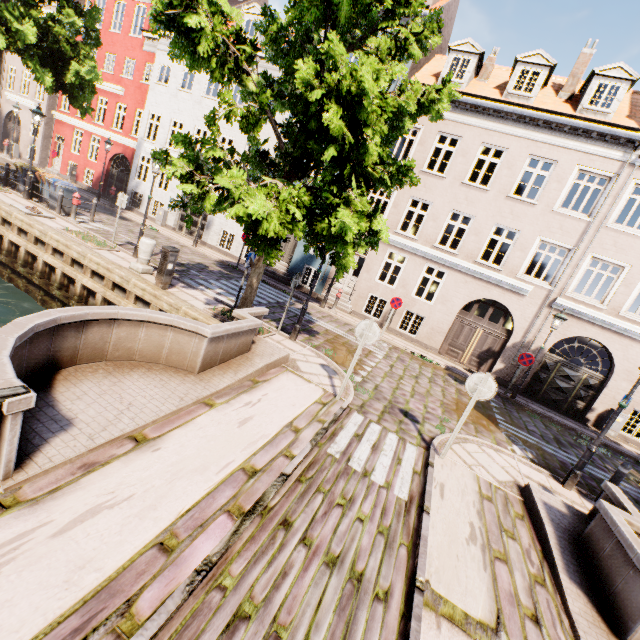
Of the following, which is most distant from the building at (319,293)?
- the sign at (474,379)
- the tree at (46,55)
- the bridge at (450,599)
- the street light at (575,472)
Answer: the sign at (474,379)

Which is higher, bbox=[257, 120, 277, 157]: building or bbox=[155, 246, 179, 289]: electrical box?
bbox=[257, 120, 277, 157]: building

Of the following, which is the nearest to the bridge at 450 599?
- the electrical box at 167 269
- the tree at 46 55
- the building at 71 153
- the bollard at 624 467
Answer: the tree at 46 55

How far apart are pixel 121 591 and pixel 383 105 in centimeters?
752cm

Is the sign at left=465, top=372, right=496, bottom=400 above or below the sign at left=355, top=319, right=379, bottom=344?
below

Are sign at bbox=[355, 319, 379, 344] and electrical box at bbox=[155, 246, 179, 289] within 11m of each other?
yes

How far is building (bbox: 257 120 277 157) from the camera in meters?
17.7 m

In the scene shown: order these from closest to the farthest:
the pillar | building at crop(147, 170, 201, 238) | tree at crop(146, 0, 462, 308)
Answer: tree at crop(146, 0, 462, 308), the pillar, building at crop(147, 170, 201, 238)
